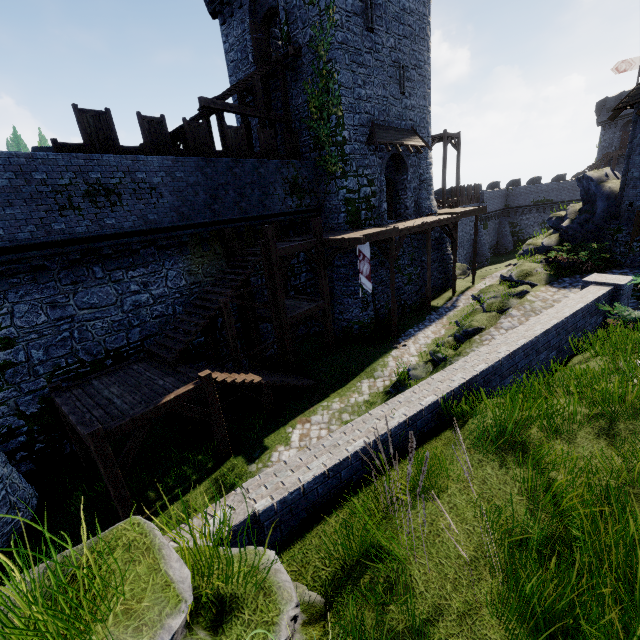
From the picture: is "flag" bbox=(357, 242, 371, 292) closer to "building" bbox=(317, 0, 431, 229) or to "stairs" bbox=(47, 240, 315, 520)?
"building" bbox=(317, 0, 431, 229)

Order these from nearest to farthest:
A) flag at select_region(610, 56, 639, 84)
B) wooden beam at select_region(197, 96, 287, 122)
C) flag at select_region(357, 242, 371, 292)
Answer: wooden beam at select_region(197, 96, 287, 122), flag at select_region(357, 242, 371, 292), flag at select_region(610, 56, 639, 84)

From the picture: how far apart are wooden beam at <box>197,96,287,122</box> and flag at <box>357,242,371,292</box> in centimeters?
879cm

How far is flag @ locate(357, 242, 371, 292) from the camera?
15.39m

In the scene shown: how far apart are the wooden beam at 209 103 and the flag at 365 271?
8.8 meters

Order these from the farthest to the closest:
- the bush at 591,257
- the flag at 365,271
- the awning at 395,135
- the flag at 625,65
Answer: the flag at 625,65, the awning at 395,135, the bush at 591,257, the flag at 365,271

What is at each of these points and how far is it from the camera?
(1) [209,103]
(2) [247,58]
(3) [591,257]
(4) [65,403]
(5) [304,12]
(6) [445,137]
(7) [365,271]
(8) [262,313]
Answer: (1) wooden beam, 14.5m
(2) building, 20.0m
(3) bush, 15.9m
(4) stairs, 9.2m
(5) building, 16.2m
(6) stairs, 28.9m
(7) flag, 16.0m
(8) walkway, 15.4m

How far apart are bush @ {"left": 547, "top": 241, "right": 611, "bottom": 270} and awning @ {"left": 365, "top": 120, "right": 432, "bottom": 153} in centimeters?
973cm
